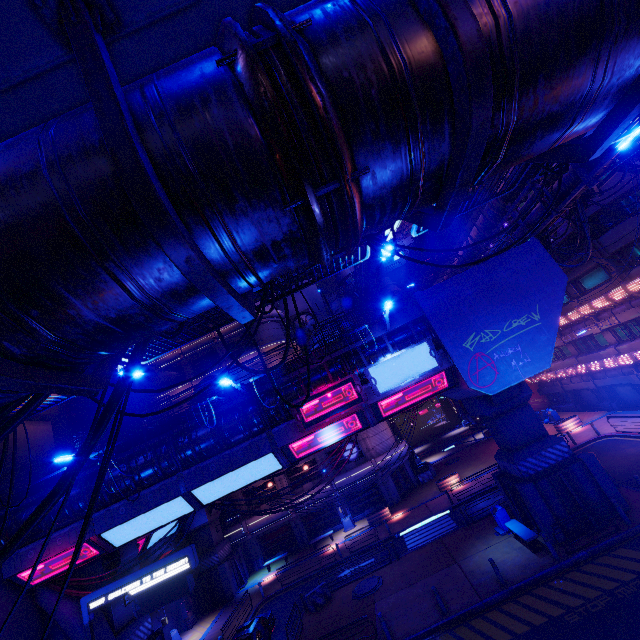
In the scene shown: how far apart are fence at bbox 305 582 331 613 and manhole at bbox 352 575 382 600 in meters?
1.3 m

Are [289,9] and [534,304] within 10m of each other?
no

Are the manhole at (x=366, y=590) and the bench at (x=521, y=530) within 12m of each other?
yes

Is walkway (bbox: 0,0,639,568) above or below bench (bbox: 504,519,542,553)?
above

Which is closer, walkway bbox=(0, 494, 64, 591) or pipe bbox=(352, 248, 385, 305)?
walkway bbox=(0, 494, 64, 591)

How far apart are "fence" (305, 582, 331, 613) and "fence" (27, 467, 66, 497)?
14.6 meters

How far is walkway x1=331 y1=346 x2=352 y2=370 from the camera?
16.73m

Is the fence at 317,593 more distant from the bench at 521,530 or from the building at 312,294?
the building at 312,294
